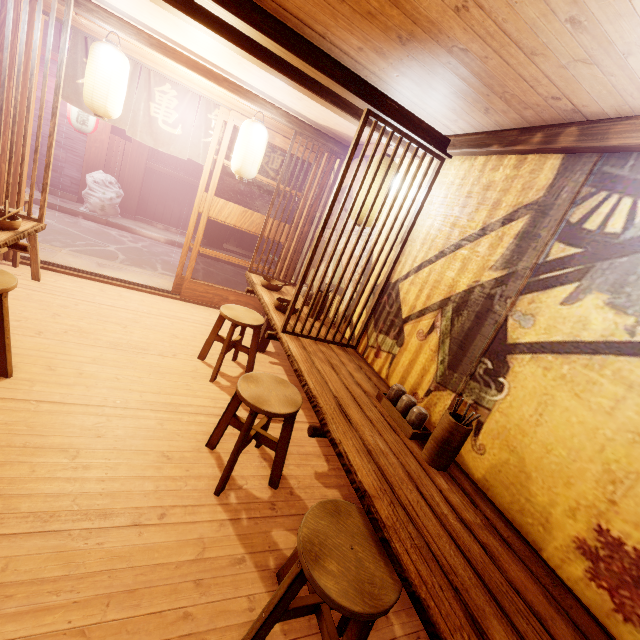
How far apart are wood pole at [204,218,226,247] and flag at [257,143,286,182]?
8.5m

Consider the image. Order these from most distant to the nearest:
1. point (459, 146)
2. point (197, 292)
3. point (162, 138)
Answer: point (197, 292), point (162, 138), point (459, 146)

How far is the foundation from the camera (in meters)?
15.97

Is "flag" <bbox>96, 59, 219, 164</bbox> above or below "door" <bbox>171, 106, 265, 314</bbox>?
above

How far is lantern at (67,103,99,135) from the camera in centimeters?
1220cm

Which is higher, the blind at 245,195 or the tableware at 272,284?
the blind at 245,195

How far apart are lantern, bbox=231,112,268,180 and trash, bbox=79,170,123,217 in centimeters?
1001cm

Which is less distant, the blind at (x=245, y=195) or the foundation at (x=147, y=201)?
the foundation at (x=147, y=201)
